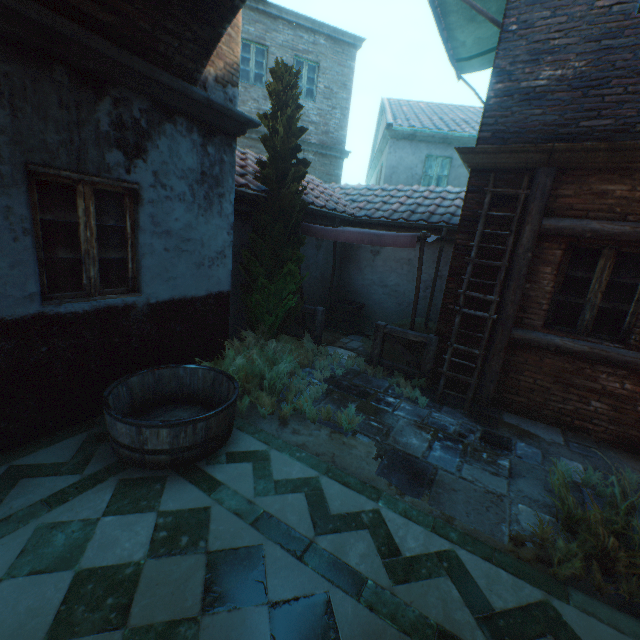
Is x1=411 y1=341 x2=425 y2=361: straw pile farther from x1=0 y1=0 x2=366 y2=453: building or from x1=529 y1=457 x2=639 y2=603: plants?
x1=529 y1=457 x2=639 y2=603: plants

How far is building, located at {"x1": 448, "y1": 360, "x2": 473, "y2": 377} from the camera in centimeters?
550cm

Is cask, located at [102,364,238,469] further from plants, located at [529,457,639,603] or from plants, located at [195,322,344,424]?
plants, located at [529,457,639,603]

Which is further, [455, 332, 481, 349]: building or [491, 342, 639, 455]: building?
[455, 332, 481, 349]: building

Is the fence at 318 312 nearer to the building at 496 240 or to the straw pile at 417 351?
the straw pile at 417 351

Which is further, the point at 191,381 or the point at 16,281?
the point at 191,381

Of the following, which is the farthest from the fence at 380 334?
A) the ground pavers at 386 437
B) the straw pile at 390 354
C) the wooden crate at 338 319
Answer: the wooden crate at 338 319

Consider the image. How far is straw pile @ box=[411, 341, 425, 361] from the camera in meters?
7.1 m
